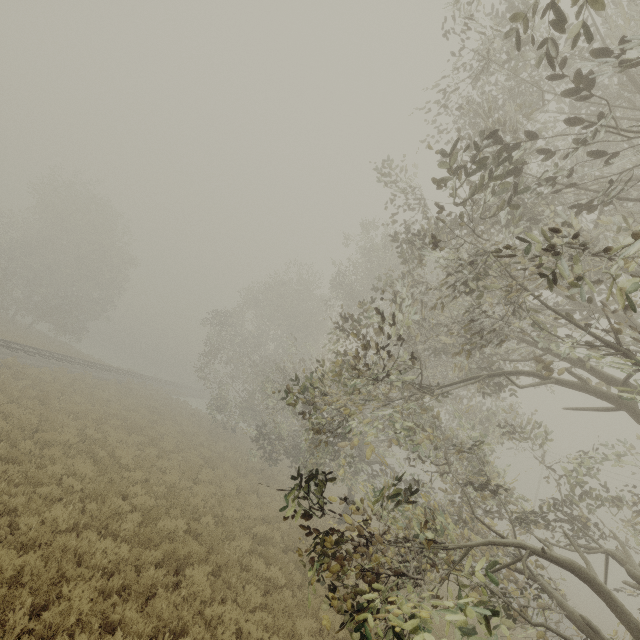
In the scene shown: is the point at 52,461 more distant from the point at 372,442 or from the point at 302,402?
the point at 372,442
